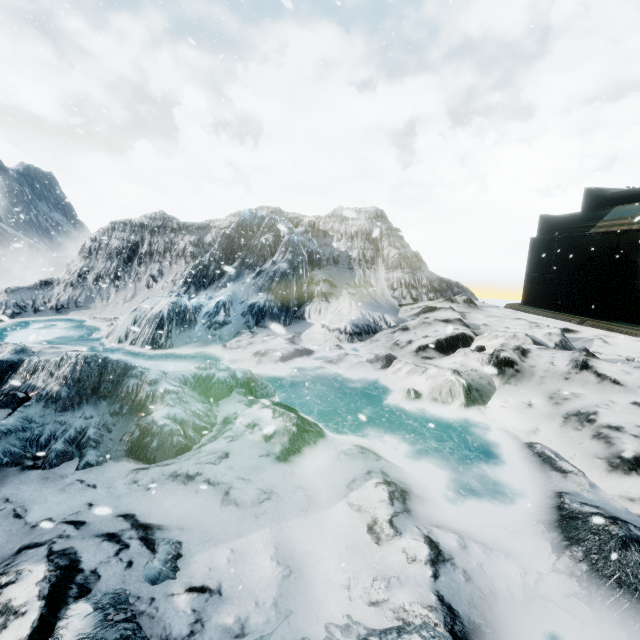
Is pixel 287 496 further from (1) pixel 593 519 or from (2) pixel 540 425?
(2) pixel 540 425
